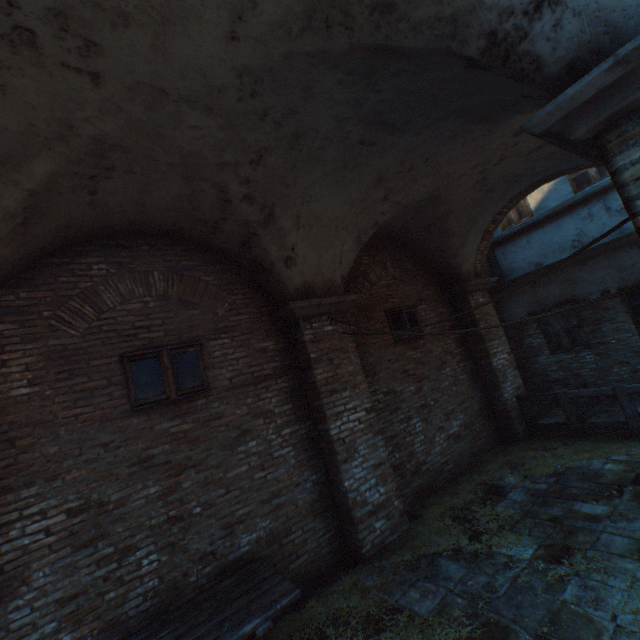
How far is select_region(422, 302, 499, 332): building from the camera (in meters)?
7.92

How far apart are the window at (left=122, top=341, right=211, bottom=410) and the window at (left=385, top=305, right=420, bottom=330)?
4.0 meters

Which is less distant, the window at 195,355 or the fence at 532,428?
the window at 195,355

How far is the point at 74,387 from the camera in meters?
3.9

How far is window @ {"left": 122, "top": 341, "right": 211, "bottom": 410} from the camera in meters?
4.2

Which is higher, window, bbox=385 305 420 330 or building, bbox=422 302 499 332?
window, bbox=385 305 420 330

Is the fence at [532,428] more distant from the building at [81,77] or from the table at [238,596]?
the building at [81,77]

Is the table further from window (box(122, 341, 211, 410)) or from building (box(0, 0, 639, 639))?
building (box(0, 0, 639, 639))
